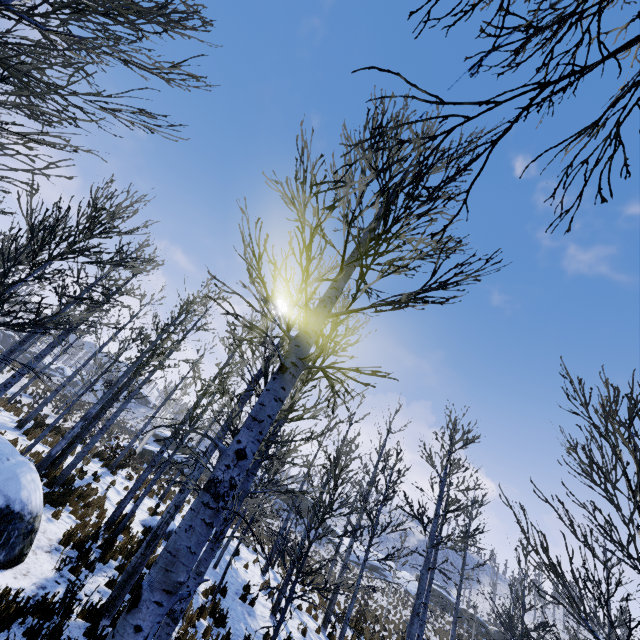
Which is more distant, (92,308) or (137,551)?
(92,308)

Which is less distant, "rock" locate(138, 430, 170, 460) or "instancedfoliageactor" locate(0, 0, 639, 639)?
"instancedfoliageactor" locate(0, 0, 639, 639)

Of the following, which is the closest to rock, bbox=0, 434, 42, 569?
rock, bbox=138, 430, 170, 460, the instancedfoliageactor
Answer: the instancedfoliageactor

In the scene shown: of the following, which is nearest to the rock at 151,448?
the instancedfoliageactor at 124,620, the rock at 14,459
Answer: the instancedfoliageactor at 124,620

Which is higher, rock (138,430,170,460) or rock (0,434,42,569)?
rock (138,430,170,460)

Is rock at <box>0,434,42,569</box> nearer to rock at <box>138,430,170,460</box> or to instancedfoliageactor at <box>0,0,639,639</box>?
instancedfoliageactor at <box>0,0,639,639</box>

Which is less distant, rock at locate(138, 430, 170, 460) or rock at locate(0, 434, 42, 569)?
rock at locate(0, 434, 42, 569)
